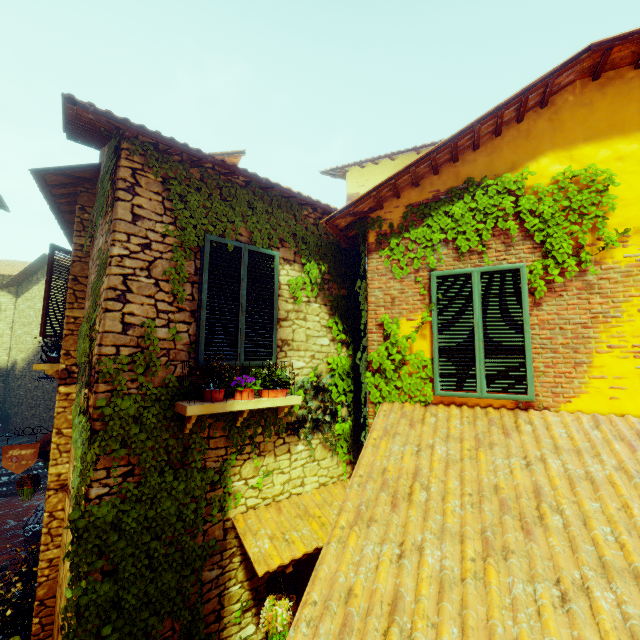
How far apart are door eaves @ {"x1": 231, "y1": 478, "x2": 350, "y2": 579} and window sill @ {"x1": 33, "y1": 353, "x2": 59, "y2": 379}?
4.2 meters

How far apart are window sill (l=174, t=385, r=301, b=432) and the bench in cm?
693

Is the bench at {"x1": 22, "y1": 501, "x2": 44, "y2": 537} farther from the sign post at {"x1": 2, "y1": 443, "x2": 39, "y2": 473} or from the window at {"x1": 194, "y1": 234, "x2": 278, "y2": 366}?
the window at {"x1": 194, "y1": 234, "x2": 278, "y2": 366}

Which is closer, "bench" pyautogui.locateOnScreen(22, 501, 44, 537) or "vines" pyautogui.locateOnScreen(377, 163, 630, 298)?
"vines" pyautogui.locateOnScreen(377, 163, 630, 298)

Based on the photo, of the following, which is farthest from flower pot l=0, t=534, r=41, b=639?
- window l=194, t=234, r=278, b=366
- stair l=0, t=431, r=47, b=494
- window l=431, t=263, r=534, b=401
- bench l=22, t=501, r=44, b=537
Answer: window l=431, t=263, r=534, b=401

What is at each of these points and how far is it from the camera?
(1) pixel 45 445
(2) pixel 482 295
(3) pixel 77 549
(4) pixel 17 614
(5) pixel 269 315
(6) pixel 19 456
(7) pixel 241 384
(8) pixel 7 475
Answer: (1) door eaves, 6.4 meters
(2) window, 4.1 meters
(3) vines, 3.2 meters
(4) flower pot, 5.0 meters
(5) window, 4.6 meters
(6) sign post, 5.8 meters
(7) flower pot, 3.9 meters
(8) stair, 11.2 meters

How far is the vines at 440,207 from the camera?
3.7m

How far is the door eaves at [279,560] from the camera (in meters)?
3.72
